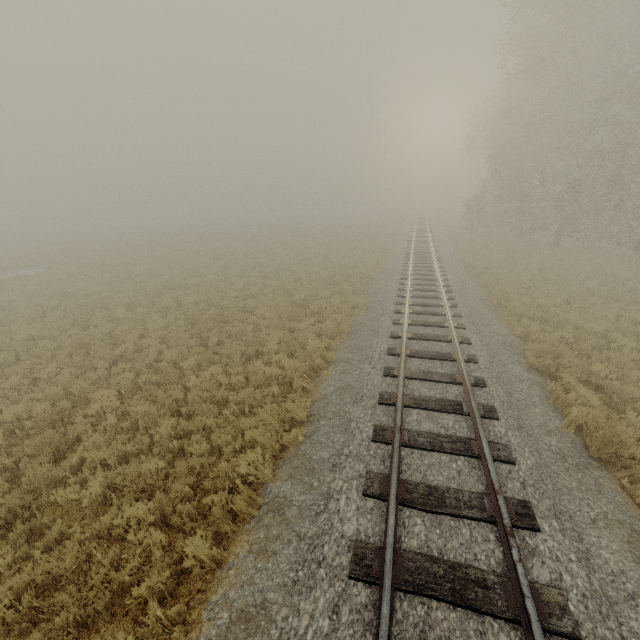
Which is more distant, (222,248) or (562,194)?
(222,248)
